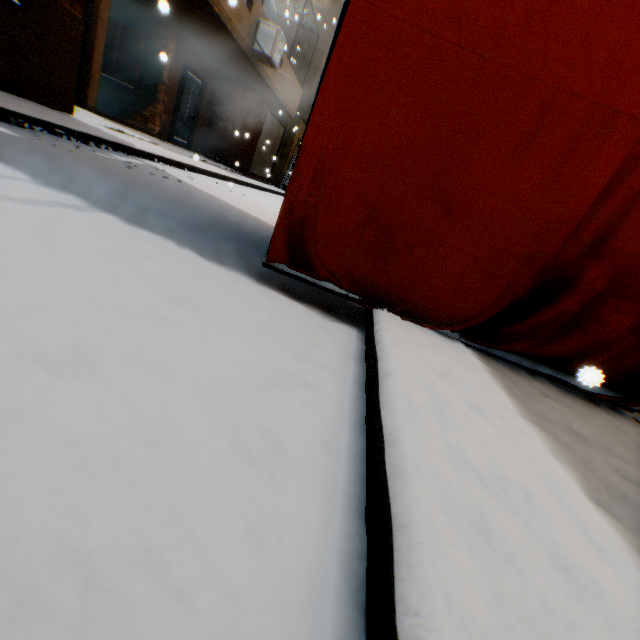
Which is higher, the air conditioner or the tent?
the air conditioner

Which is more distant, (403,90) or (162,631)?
(403,90)

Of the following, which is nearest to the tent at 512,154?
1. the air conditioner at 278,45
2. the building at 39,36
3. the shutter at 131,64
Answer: the building at 39,36

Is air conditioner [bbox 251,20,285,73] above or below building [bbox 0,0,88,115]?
above

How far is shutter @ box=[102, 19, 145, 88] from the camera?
10.2 meters

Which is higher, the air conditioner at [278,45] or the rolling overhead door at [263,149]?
the air conditioner at [278,45]

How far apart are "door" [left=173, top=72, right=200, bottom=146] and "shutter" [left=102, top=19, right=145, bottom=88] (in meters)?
1.43

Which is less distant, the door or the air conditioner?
the air conditioner
